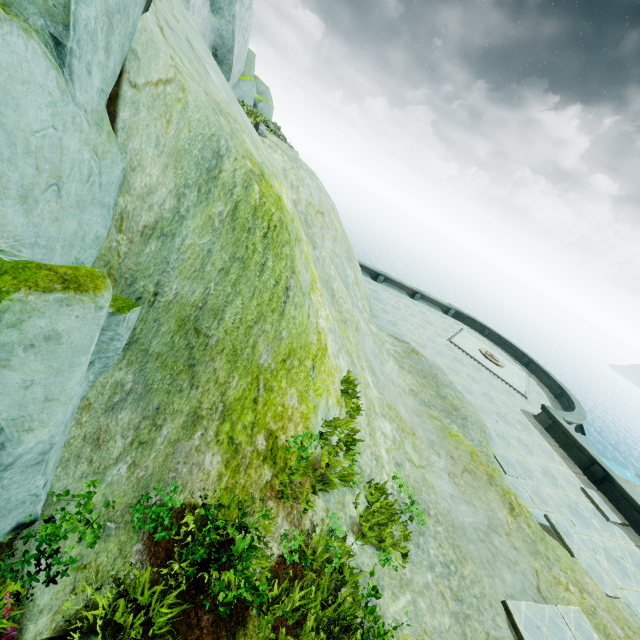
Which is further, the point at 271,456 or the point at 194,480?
the point at 271,456

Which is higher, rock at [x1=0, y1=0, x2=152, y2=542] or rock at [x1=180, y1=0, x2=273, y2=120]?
rock at [x1=180, y1=0, x2=273, y2=120]

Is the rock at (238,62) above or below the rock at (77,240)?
above

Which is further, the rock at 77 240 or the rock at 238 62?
the rock at 238 62

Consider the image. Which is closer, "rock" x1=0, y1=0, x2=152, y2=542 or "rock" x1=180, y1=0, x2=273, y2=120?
"rock" x1=0, y1=0, x2=152, y2=542
